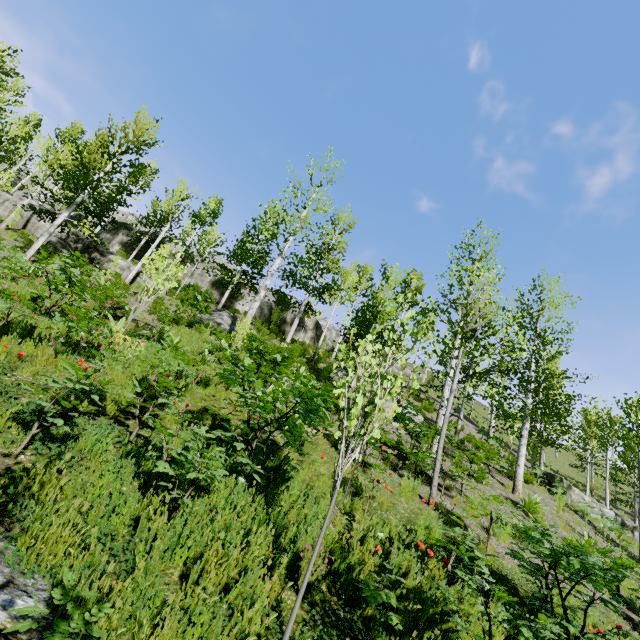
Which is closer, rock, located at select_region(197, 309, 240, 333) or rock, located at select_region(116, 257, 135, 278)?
rock, located at select_region(197, 309, 240, 333)

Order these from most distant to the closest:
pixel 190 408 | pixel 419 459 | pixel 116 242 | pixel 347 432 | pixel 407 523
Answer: pixel 116 242 → pixel 419 459 → pixel 190 408 → pixel 407 523 → pixel 347 432

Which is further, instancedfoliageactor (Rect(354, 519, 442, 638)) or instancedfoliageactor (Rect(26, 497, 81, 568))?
instancedfoliageactor (Rect(354, 519, 442, 638))

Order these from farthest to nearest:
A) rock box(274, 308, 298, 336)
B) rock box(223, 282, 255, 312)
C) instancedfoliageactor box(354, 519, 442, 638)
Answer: rock box(274, 308, 298, 336)
rock box(223, 282, 255, 312)
instancedfoliageactor box(354, 519, 442, 638)

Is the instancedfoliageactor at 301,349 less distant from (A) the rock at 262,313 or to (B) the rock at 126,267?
(B) the rock at 126,267

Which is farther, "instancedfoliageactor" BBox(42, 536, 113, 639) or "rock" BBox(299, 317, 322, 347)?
"rock" BBox(299, 317, 322, 347)

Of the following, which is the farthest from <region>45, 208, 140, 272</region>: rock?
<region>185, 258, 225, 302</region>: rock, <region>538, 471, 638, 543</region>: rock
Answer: <region>538, 471, 638, 543</region>: rock

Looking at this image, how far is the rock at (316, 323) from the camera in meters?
28.7 m
